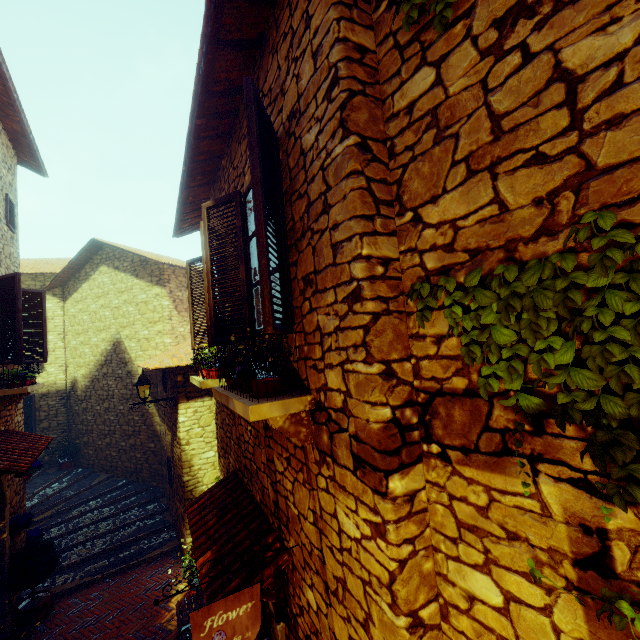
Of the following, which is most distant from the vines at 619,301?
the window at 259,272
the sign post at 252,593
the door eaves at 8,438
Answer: the door eaves at 8,438

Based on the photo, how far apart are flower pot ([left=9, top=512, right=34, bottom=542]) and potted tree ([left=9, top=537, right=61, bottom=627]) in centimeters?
23cm

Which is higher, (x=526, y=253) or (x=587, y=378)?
(x=526, y=253)

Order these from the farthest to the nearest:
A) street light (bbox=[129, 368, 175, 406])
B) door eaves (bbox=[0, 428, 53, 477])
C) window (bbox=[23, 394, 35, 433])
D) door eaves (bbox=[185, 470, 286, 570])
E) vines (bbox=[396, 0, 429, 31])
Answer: window (bbox=[23, 394, 35, 433]) → street light (bbox=[129, 368, 175, 406]) → door eaves (bbox=[0, 428, 53, 477]) → door eaves (bbox=[185, 470, 286, 570]) → vines (bbox=[396, 0, 429, 31])

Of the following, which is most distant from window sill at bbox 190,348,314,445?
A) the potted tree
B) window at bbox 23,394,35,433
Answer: window at bbox 23,394,35,433

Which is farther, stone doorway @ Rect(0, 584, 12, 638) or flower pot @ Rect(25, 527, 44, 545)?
flower pot @ Rect(25, 527, 44, 545)

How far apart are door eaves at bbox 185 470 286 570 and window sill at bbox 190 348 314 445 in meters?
1.1 m

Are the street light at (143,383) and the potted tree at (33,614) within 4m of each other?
yes
